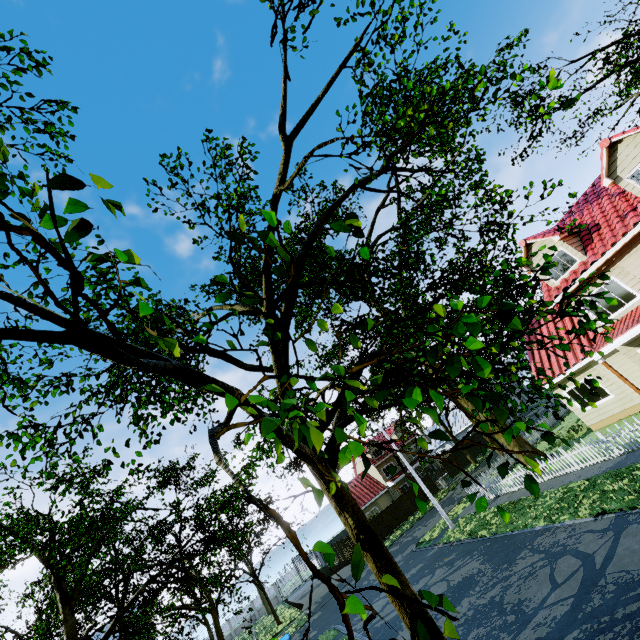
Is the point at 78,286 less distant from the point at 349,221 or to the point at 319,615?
the point at 349,221

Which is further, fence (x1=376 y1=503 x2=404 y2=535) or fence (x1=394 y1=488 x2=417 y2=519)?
fence (x1=394 y1=488 x2=417 y2=519)

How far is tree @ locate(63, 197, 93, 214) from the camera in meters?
1.1

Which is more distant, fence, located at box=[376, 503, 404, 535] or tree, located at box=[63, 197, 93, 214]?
fence, located at box=[376, 503, 404, 535]

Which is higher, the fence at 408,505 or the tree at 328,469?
the tree at 328,469

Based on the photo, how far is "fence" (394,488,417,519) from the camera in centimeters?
3537cm

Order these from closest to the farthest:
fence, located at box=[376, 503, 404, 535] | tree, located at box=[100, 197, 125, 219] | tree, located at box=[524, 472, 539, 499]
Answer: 1. tree, located at box=[100, 197, 125, 219]
2. tree, located at box=[524, 472, 539, 499]
3. fence, located at box=[376, 503, 404, 535]

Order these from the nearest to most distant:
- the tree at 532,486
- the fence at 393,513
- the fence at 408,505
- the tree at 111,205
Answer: the tree at 111,205 < the tree at 532,486 < the fence at 393,513 < the fence at 408,505
